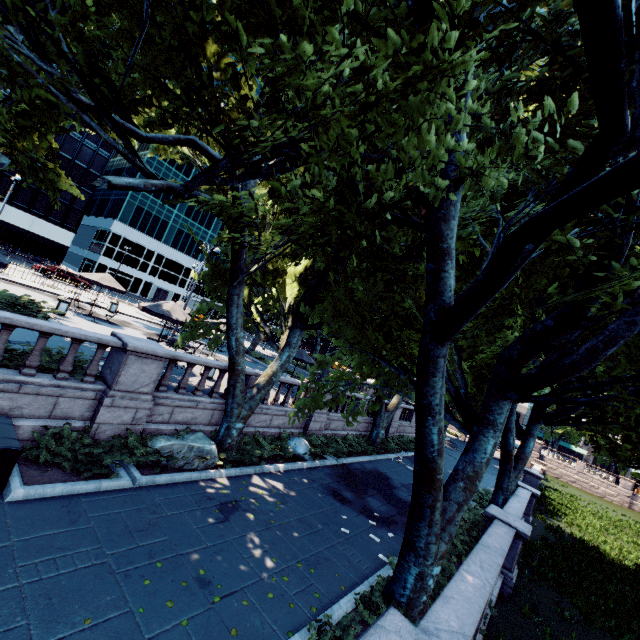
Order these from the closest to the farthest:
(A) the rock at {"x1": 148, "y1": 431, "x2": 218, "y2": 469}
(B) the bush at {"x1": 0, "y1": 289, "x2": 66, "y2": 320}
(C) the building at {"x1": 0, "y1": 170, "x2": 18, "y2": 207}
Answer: (A) the rock at {"x1": 148, "y1": 431, "x2": 218, "y2": 469}, (B) the bush at {"x1": 0, "y1": 289, "x2": 66, "y2": 320}, (C) the building at {"x1": 0, "y1": 170, "x2": 18, "y2": 207}

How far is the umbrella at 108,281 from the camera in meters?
19.6 m

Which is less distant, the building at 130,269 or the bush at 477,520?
the bush at 477,520

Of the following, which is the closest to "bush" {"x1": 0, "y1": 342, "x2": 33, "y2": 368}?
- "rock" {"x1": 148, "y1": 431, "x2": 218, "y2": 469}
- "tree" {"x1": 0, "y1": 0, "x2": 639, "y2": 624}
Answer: "tree" {"x1": 0, "y1": 0, "x2": 639, "y2": 624}

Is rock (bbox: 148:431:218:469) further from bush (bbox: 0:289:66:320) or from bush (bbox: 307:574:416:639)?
bush (bbox: 0:289:66:320)

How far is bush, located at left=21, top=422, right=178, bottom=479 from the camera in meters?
7.5

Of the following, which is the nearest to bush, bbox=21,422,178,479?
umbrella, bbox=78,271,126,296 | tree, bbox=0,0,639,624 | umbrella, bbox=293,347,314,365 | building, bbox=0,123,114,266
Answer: tree, bbox=0,0,639,624

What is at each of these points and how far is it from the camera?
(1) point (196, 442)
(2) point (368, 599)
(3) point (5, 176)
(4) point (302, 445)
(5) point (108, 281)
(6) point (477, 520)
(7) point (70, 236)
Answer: (1) rock, 10.5m
(2) bush, 7.0m
(3) building, 43.2m
(4) rock, 14.6m
(5) umbrella, 20.3m
(6) bush, 14.6m
(7) building, 49.8m
